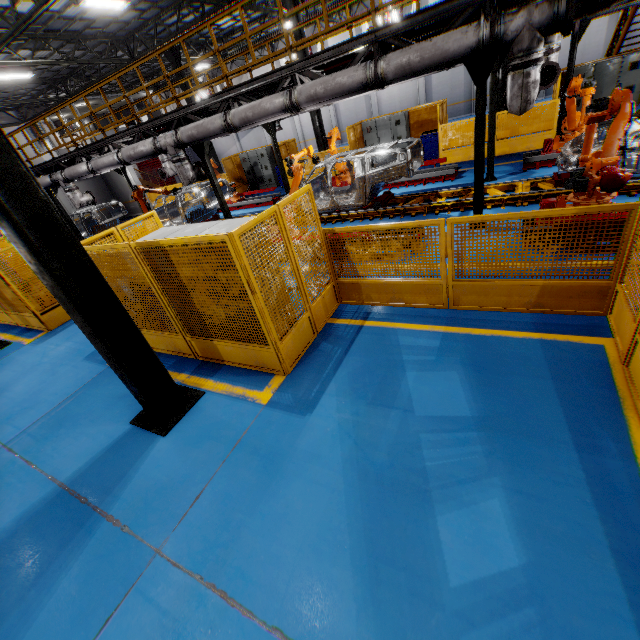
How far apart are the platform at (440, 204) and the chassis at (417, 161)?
0.01m

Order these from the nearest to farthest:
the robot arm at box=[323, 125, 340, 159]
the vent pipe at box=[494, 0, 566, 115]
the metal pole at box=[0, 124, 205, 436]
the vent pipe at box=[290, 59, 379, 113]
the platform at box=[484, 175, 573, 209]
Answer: the metal pole at box=[0, 124, 205, 436] < the vent pipe at box=[494, 0, 566, 115] < the vent pipe at box=[290, 59, 379, 113] < the platform at box=[484, 175, 573, 209] < the robot arm at box=[323, 125, 340, 159]

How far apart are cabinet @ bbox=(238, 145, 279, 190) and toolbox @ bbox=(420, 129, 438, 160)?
8.7 meters

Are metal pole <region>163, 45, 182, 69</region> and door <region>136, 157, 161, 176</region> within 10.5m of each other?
no

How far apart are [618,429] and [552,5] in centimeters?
609cm

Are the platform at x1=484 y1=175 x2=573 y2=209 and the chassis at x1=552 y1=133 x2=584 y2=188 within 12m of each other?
yes

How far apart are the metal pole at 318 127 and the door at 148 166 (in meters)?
26.51

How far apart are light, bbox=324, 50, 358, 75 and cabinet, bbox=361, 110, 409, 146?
7.16m
